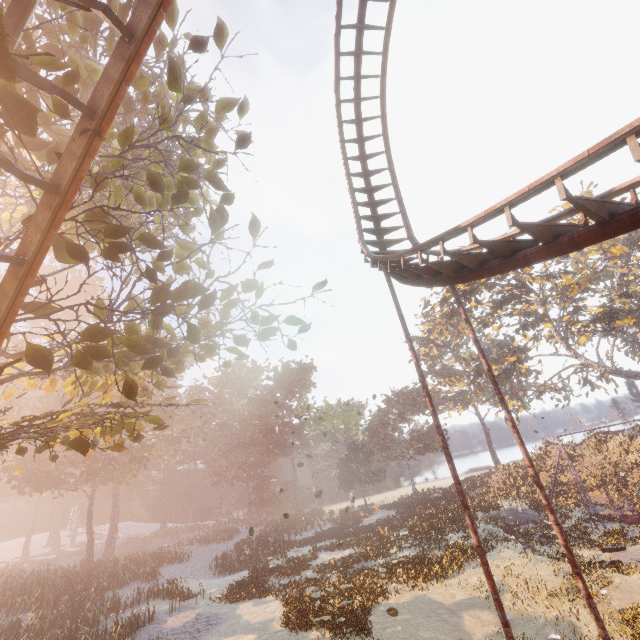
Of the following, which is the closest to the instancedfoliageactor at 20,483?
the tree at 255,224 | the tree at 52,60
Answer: the tree at 52,60

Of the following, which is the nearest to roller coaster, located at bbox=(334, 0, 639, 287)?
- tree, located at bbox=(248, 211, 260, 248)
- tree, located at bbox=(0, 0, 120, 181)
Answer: tree, located at bbox=(0, 0, 120, 181)

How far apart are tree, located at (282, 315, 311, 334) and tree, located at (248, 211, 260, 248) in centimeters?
345cm

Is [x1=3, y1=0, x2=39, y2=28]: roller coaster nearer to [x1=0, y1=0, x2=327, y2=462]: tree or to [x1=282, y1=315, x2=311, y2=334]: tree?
[x1=0, y1=0, x2=327, y2=462]: tree

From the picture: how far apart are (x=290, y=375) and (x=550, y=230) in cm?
5463

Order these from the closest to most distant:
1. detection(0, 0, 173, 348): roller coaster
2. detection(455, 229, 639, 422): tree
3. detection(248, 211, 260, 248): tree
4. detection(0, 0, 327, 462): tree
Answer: detection(0, 0, 173, 348): roller coaster → detection(0, 0, 327, 462): tree → detection(248, 211, 260, 248): tree → detection(455, 229, 639, 422): tree

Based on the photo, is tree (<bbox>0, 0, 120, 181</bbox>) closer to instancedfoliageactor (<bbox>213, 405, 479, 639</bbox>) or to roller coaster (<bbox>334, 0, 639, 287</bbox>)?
roller coaster (<bbox>334, 0, 639, 287</bbox>)

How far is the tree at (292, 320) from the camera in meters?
11.2
